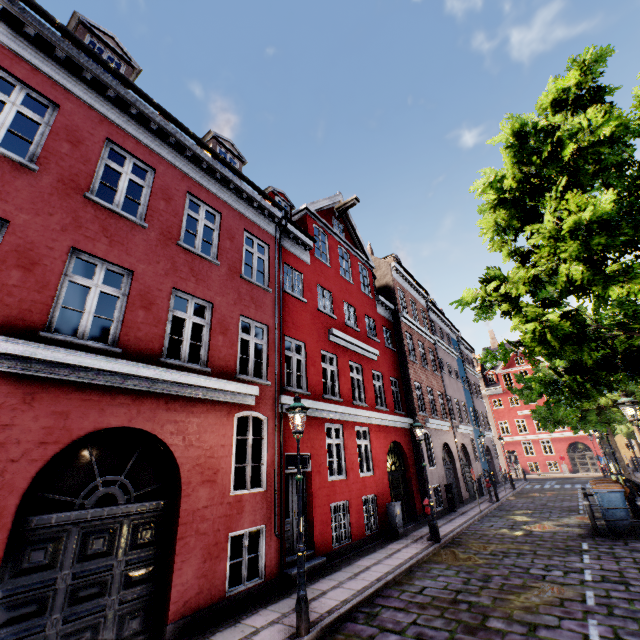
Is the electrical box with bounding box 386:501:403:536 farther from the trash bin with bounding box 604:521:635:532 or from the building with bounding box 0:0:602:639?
the trash bin with bounding box 604:521:635:532

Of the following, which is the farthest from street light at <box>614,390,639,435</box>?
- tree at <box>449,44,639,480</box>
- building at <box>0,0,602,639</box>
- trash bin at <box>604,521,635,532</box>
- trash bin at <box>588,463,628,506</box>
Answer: trash bin at <box>588,463,628,506</box>

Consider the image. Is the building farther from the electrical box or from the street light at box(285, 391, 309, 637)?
the street light at box(285, 391, 309, 637)

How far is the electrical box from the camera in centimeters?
1175cm

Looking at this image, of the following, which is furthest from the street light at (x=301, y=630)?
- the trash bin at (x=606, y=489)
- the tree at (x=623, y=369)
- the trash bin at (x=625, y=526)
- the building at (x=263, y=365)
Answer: the trash bin at (x=606, y=489)

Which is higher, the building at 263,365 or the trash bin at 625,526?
the building at 263,365

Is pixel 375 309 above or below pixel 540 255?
above

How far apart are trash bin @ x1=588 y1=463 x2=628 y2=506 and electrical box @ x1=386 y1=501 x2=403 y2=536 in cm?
730
